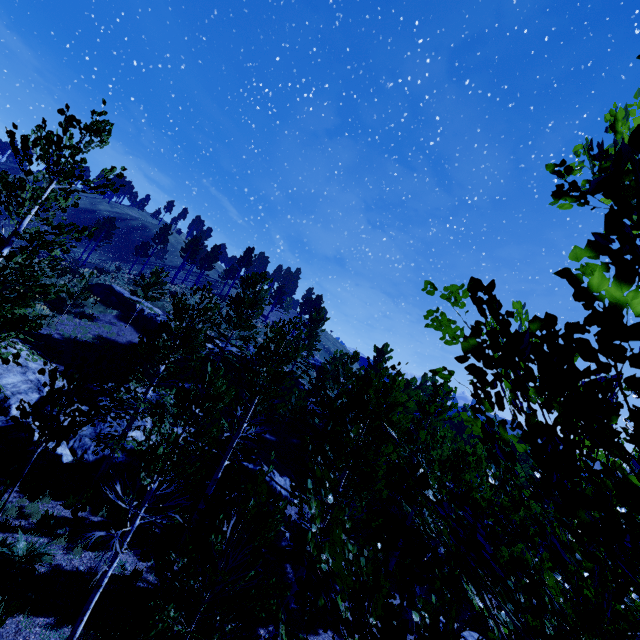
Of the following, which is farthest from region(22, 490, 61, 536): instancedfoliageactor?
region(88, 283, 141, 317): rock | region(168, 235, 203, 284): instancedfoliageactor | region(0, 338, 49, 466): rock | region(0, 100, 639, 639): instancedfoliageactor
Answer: region(168, 235, 203, 284): instancedfoliageactor

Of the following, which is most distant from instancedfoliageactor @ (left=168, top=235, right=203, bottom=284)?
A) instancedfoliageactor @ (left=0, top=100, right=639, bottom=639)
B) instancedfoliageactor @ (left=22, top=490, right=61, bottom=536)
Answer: instancedfoliageactor @ (left=22, top=490, right=61, bottom=536)

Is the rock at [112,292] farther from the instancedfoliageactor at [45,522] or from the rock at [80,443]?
the instancedfoliageactor at [45,522]

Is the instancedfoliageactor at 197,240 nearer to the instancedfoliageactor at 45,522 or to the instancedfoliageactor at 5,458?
the instancedfoliageactor at 5,458

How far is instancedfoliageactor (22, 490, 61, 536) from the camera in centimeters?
985cm

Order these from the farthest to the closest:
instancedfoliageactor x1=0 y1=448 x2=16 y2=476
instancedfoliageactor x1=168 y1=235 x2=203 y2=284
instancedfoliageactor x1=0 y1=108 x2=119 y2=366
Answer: instancedfoliageactor x1=168 y1=235 x2=203 y2=284 → instancedfoliageactor x1=0 y1=448 x2=16 y2=476 → instancedfoliageactor x1=0 y1=108 x2=119 y2=366

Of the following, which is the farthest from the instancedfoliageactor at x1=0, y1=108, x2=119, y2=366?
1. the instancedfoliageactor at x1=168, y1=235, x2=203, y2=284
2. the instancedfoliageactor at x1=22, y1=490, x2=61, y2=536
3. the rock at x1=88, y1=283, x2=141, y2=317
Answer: → the instancedfoliageactor at x1=168, y1=235, x2=203, y2=284

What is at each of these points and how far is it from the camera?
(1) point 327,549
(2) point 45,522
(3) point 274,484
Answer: (1) instancedfoliageactor, 2.11m
(2) instancedfoliageactor, 9.94m
(3) rock, 19.53m
